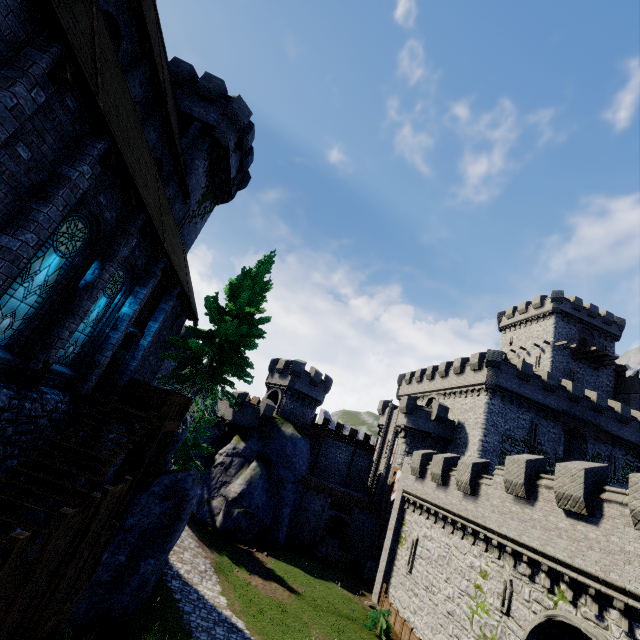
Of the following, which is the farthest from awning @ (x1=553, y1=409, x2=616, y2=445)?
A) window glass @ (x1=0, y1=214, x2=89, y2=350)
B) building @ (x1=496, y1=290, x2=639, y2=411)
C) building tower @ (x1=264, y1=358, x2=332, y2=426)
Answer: window glass @ (x1=0, y1=214, x2=89, y2=350)

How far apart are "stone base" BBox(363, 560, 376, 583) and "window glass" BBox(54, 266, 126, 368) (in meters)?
29.94

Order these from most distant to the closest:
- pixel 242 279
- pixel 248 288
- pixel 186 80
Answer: pixel 186 80, pixel 242 279, pixel 248 288

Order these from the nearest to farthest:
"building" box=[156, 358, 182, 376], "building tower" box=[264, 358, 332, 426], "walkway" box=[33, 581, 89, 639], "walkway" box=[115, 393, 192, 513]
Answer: "walkway" box=[33, 581, 89, 639]
"walkway" box=[115, 393, 192, 513]
"building tower" box=[264, 358, 332, 426]
"building" box=[156, 358, 182, 376]

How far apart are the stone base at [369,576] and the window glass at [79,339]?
29.9 meters

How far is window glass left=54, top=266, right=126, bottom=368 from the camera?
10.1m

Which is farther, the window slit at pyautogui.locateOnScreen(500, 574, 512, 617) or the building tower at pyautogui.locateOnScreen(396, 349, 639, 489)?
the building tower at pyautogui.locateOnScreen(396, 349, 639, 489)

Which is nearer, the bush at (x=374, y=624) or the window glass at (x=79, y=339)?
the window glass at (x=79, y=339)
